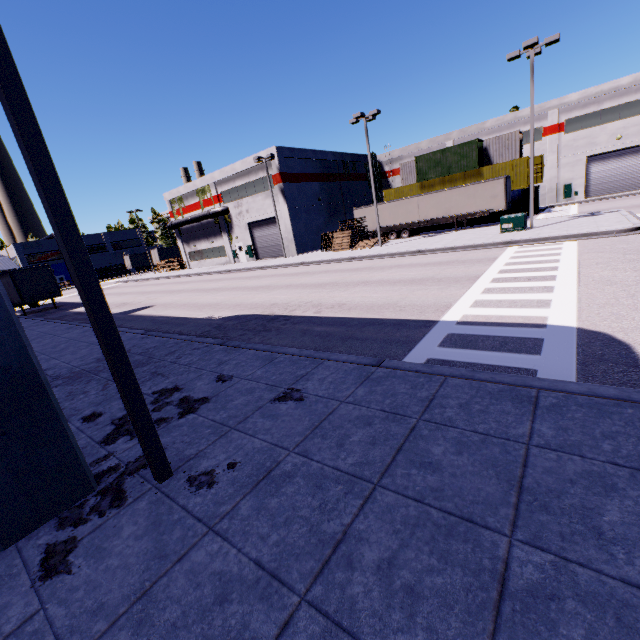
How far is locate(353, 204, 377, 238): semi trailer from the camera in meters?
35.4 m

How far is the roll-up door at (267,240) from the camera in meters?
36.5

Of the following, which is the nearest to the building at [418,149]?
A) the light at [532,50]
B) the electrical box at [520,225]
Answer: the electrical box at [520,225]

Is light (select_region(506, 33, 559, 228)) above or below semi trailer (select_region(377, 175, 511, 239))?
above

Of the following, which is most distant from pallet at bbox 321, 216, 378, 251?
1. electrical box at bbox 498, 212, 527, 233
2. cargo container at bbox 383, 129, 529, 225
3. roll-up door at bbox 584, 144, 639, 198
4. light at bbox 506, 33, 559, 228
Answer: roll-up door at bbox 584, 144, 639, 198

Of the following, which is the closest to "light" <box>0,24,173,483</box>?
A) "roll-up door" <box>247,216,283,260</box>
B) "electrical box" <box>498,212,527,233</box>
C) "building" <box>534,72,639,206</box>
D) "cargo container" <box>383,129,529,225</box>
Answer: "building" <box>534,72,639,206</box>

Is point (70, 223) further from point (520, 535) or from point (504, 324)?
point (504, 324)

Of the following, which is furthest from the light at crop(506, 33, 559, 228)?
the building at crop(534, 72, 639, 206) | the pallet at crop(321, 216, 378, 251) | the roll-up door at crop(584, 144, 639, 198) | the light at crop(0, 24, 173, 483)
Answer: the light at crop(0, 24, 173, 483)
